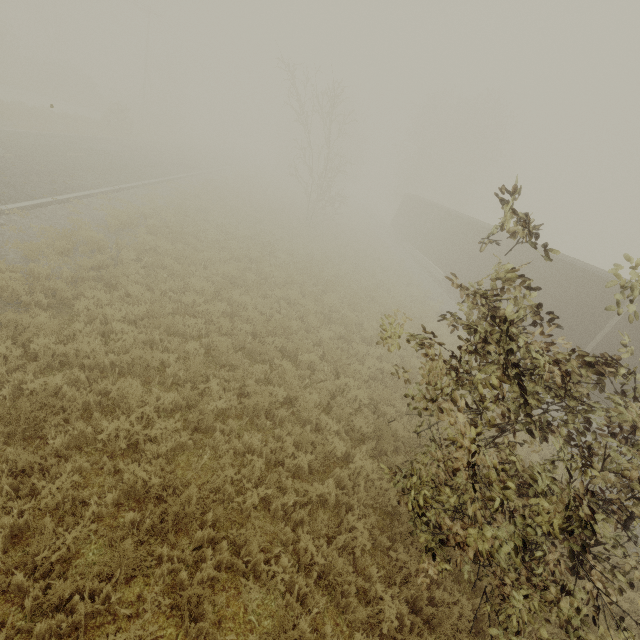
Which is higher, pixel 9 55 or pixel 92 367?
pixel 9 55
